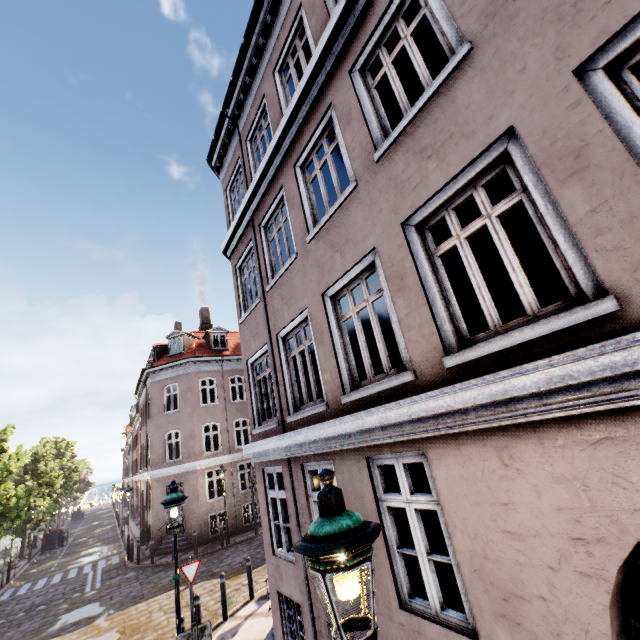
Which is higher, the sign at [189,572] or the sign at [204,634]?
the sign at [204,634]

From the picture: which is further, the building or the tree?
the tree

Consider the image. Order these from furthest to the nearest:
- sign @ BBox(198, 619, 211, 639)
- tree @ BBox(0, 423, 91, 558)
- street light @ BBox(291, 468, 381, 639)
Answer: tree @ BBox(0, 423, 91, 558), sign @ BBox(198, 619, 211, 639), street light @ BBox(291, 468, 381, 639)

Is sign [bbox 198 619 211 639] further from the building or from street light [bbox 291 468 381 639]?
street light [bbox 291 468 381 639]

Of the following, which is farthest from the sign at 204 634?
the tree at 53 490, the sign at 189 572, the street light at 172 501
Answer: the tree at 53 490

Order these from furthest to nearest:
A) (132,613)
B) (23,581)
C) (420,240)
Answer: (23,581), (132,613), (420,240)

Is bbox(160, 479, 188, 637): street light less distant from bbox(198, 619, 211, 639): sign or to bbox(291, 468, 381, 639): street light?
bbox(198, 619, 211, 639): sign

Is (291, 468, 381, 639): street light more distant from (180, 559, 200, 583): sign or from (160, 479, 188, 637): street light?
(180, 559, 200, 583): sign
